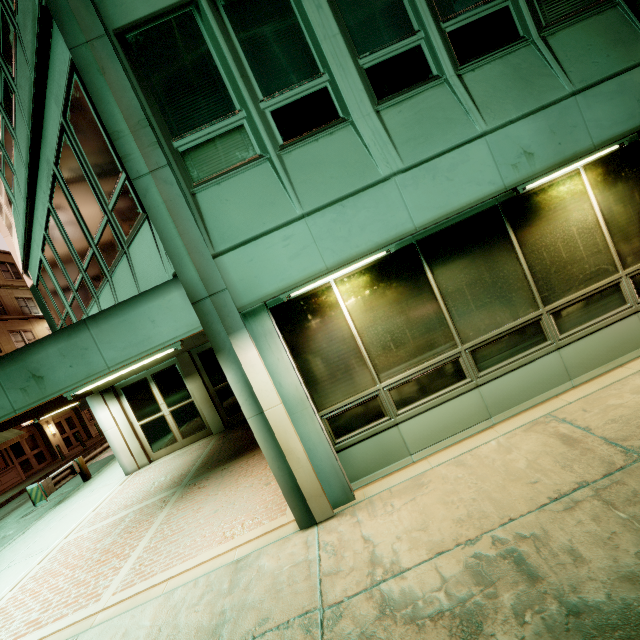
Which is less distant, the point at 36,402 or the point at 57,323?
the point at 36,402

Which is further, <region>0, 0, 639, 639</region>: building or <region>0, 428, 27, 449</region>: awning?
<region>0, 428, 27, 449</region>: awning

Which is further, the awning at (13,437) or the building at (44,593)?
the awning at (13,437)
